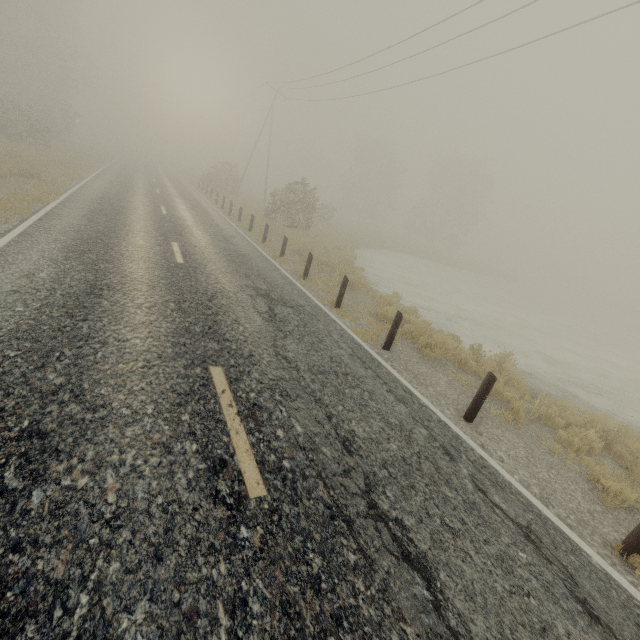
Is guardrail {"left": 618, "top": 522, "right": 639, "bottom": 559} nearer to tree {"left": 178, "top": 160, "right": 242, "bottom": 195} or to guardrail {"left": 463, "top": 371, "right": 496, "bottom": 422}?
guardrail {"left": 463, "top": 371, "right": 496, "bottom": 422}

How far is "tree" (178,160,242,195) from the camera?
33.9m

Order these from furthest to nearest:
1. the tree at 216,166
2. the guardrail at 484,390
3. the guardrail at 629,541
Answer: the tree at 216,166 → the guardrail at 484,390 → the guardrail at 629,541

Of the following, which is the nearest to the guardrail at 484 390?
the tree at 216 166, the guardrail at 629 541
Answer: the guardrail at 629 541

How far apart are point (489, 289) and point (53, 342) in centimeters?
3137cm

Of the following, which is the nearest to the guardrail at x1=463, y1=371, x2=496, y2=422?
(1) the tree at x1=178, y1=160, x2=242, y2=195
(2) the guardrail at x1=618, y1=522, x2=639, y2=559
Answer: (2) the guardrail at x1=618, y1=522, x2=639, y2=559
